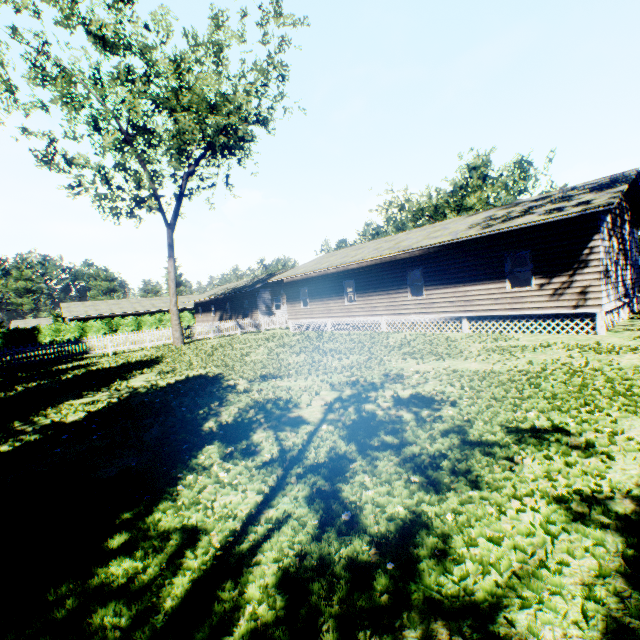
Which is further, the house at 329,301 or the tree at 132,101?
the tree at 132,101

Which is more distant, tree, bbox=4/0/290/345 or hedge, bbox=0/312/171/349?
hedge, bbox=0/312/171/349

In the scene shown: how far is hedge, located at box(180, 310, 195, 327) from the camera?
50.22m

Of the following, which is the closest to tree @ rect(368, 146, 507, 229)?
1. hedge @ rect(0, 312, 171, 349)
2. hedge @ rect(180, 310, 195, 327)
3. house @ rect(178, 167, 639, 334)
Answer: house @ rect(178, 167, 639, 334)

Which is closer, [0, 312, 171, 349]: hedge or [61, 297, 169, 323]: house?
[0, 312, 171, 349]: hedge

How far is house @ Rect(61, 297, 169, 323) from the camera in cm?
4485

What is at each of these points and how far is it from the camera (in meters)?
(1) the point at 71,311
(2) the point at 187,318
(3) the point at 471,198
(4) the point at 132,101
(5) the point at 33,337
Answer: (1) house, 44.91
(2) hedge, 50.66
(3) tree, 41.47
(4) tree, 16.23
(5) hedge, 39.06

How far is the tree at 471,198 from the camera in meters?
39.9
